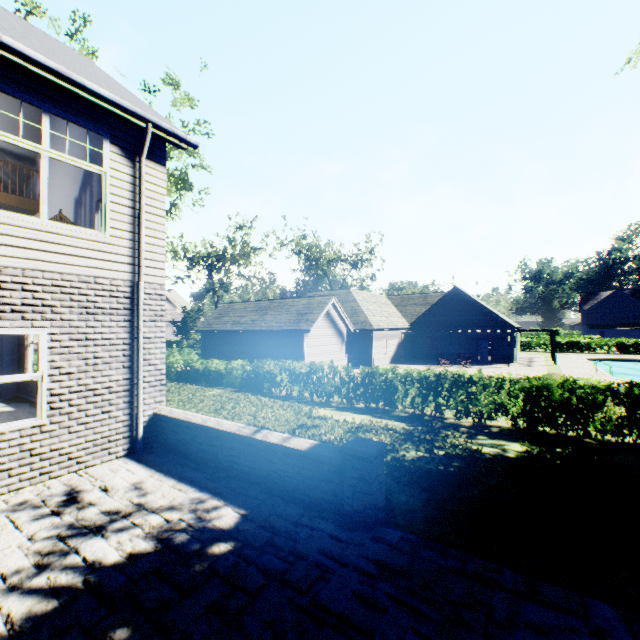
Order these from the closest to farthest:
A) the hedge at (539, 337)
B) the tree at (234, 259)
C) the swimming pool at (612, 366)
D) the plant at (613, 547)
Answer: the plant at (613, 547) < the swimming pool at (612, 366) < the tree at (234, 259) < the hedge at (539, 337)

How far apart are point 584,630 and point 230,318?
24.1 meters

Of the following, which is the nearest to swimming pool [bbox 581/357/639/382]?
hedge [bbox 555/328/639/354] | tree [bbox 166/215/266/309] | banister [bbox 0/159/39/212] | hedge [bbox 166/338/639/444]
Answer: tree [bbox 166/215/266/309]

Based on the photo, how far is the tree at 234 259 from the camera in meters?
33.8 m

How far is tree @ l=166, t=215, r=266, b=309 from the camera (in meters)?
33.84

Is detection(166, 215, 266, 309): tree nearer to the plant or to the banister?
the plant

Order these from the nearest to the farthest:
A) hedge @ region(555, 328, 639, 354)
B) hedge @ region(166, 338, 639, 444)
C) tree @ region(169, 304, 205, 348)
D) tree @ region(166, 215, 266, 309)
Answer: hedge @ region(166, 338, 639, 444)
tree @ region(166, 215, 266, 309)
tree @ region(169, 304, 205, 348)
hedge @ region(555, 328, 639, 354)

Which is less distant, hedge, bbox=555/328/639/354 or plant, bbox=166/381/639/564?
plant, bbox=166/381/639/564
